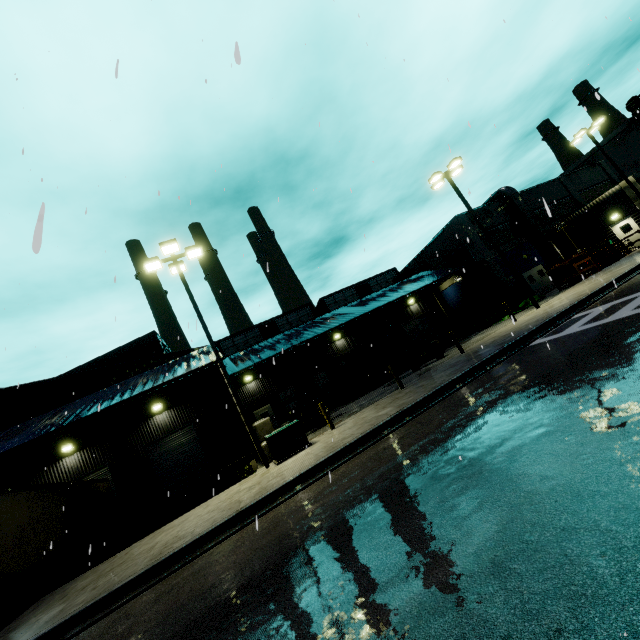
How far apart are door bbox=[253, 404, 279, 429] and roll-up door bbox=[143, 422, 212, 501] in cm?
703

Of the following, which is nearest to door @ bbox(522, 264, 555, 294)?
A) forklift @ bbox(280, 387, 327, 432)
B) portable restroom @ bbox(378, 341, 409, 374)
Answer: portable restroom @ bbox(378, 341, 409, 374)

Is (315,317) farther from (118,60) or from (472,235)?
(118,60)

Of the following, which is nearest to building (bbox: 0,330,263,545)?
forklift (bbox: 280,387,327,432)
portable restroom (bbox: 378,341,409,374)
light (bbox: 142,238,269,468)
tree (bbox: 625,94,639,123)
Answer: tree (bbox: 625,94,639,123)

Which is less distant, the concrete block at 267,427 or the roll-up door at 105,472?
the concrete block at 267,427

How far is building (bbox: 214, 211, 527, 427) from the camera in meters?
27.2 m

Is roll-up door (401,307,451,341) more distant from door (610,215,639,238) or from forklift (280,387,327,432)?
forklift (280,387,327,432)

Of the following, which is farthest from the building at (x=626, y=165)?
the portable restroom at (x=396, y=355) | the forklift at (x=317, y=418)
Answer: the forklift at (x=317, y=418)
